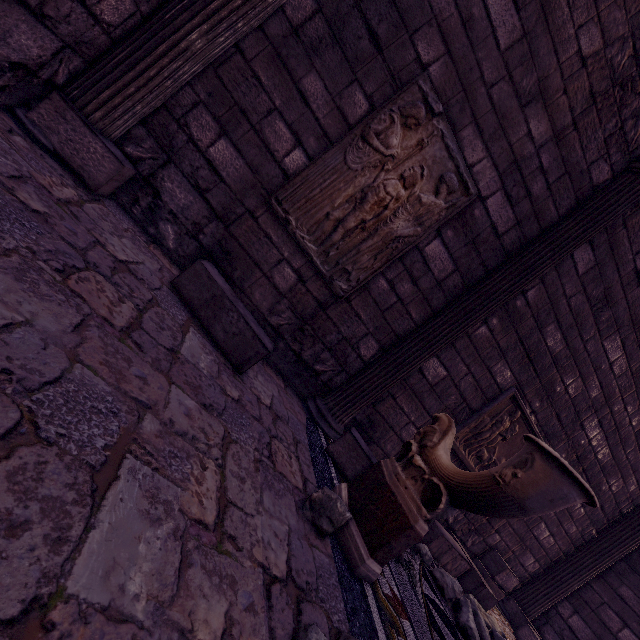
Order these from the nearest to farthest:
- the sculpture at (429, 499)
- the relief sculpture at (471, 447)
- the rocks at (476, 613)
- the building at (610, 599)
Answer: the sculpture at (429, 499)
the rocks at (476, 613)
the relief sculpture at (471, 447)
the building at (610, 599)

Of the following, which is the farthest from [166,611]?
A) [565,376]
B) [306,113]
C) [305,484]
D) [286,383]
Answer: [565,376]

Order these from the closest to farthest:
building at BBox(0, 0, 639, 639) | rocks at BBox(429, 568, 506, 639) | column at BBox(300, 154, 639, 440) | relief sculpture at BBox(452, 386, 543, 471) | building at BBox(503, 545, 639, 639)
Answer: building at BBox(0, 0, 639, 639)
rocks at BBox(429, 568, 506, 639)
column at BBox(300, 154, 639, 440)
relief sculpture at BBox(452, 386, 543, 471)
building at BBox(503, 545, 639, 639)

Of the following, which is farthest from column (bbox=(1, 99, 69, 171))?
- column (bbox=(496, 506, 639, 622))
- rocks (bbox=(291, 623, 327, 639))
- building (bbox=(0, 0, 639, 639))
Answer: column (bbox=(496, 506, 639, 622))

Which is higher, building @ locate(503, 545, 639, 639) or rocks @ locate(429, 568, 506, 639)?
building @ locate(503, 545, 639, 639)

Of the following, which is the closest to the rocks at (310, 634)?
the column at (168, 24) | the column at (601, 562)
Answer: the column at (168, 24)

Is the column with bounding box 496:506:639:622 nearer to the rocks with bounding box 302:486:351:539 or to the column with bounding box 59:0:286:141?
the rocks with bounding box 302:486:351:539

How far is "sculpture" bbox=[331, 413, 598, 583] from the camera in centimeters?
158cm
